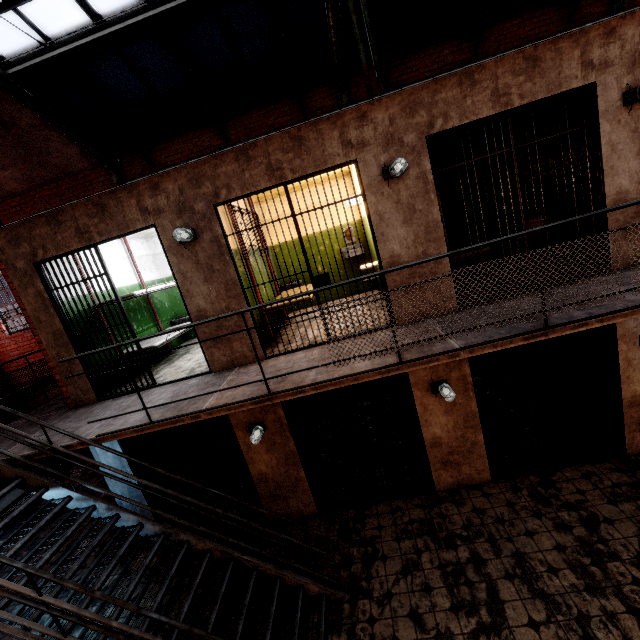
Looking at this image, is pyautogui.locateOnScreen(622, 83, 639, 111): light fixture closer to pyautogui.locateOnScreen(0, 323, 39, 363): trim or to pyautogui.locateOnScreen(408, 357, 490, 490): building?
pyautogui.locateOnScreen(408, 357, 490, 490): building

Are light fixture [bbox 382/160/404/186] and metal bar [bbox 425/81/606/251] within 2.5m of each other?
yes

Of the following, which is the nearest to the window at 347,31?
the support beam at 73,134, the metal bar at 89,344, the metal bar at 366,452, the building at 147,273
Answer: the support beam at 73,134

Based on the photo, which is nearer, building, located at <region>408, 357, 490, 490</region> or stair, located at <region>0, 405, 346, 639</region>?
stair, located at <region>0, 405, 346, 639</region>

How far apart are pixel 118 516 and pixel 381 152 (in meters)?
5.82

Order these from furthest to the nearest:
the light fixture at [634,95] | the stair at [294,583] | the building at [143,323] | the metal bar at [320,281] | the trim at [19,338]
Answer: the trim at [19,338], the building at [143,323], the metal bar at [320,281], the light fixture at [634,95], the stair at [294,583]

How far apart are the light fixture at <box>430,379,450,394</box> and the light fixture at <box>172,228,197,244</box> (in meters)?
4.11

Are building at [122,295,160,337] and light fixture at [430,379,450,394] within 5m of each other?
no
